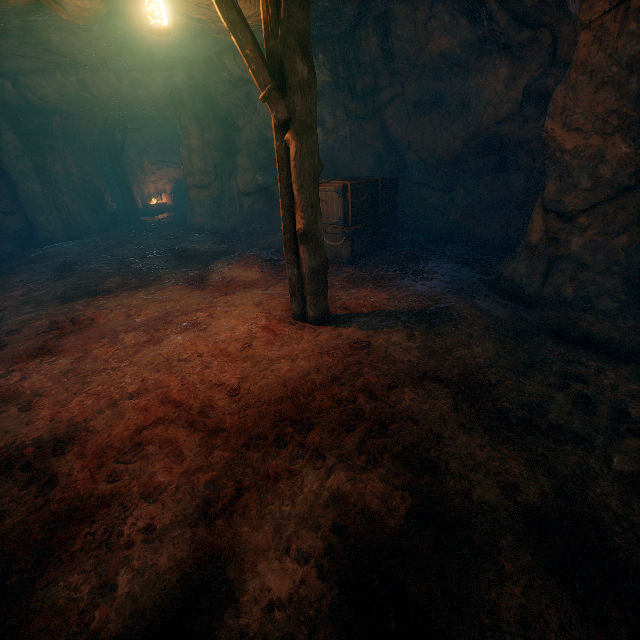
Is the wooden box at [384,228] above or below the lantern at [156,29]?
below

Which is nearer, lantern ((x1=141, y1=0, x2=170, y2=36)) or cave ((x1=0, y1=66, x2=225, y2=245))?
lantern ((x1=141, y1=0, x2=170, y2=36))

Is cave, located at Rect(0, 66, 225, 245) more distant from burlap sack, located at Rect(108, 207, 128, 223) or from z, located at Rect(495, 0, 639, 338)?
z, located at Rect(495, 0, 639, 338)

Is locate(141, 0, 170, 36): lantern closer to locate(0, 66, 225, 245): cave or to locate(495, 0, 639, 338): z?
locate(495, 0, 639, 338): z

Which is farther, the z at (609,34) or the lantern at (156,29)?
the z at (609,34)

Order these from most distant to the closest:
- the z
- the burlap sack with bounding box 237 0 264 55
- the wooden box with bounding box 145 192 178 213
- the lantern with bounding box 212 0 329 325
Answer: the wooden box with bounding box 145 192 178 213, the burlap sack with bounding box 237 0 264 55, the z, the lantern with bounding box 212 0 329 325

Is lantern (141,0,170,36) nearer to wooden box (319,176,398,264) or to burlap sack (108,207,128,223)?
burlap sack (108,207,128,223)

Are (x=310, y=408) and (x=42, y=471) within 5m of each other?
yes
